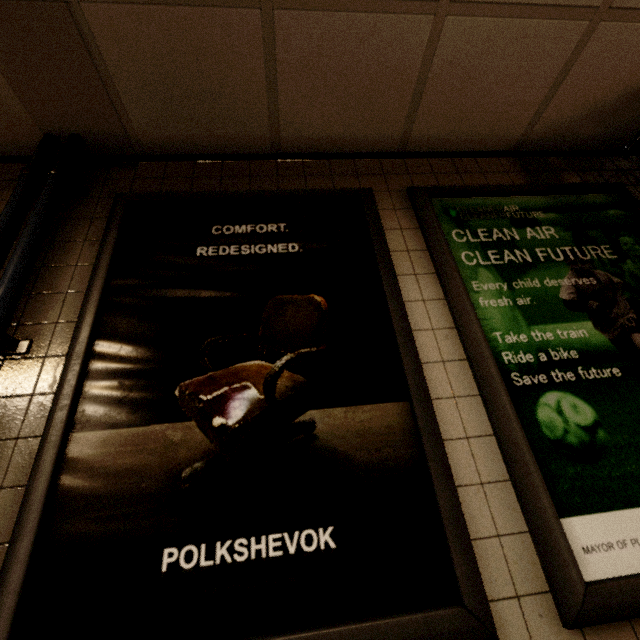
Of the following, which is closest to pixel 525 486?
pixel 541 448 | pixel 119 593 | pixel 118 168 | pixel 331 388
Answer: pixel 541 448

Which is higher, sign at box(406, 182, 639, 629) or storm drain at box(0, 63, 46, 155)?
storm drain at box(0, 63, 46, 155)

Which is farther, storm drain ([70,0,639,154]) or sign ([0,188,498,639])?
storm drain ([70,0,639,154])

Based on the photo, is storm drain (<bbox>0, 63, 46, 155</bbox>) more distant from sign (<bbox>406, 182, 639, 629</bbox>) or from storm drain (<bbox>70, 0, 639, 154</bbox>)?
sign (<bbox>406, 182, 639, 629</bbox>)

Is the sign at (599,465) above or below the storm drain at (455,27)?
below

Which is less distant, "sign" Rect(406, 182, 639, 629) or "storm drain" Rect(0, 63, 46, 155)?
"sign" Rect(406, 182, 639, 629)

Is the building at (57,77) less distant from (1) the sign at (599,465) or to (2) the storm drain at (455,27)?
(2) the storm drain at (455,27)

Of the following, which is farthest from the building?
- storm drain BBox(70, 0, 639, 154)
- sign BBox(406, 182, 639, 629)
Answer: sign BBox(406, 182, 639, 629)
